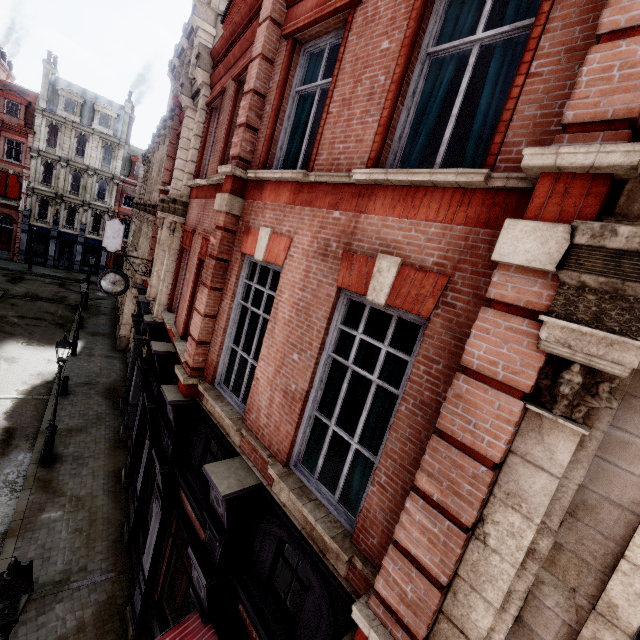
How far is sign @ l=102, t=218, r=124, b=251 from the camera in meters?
23.6 m

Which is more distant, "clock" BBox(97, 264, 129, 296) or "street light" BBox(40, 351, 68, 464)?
"clock" BBox(97, 264, 129, 296)

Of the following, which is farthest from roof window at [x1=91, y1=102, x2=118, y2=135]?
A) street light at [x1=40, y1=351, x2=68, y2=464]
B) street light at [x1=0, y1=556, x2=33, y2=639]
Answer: street light at [x1=0, y1=556, x2=33, y2=639]

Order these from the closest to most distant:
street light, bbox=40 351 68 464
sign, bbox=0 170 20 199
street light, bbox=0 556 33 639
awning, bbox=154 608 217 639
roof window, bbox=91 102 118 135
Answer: street light, bbox=0 556 33 639 → awning, bbox=154 608 217 639 → street light, bbox=40 351 68 464 → sign, bbox=0 170 20 199 → roof window, bbox=91 102 118 135

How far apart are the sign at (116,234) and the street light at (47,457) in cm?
1611

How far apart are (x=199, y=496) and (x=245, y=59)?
8.5m

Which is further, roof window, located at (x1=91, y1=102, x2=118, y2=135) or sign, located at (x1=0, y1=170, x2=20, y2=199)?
roof window, located at (x1=91, y1=102, x2=118, y2=135)

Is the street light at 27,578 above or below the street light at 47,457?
above
